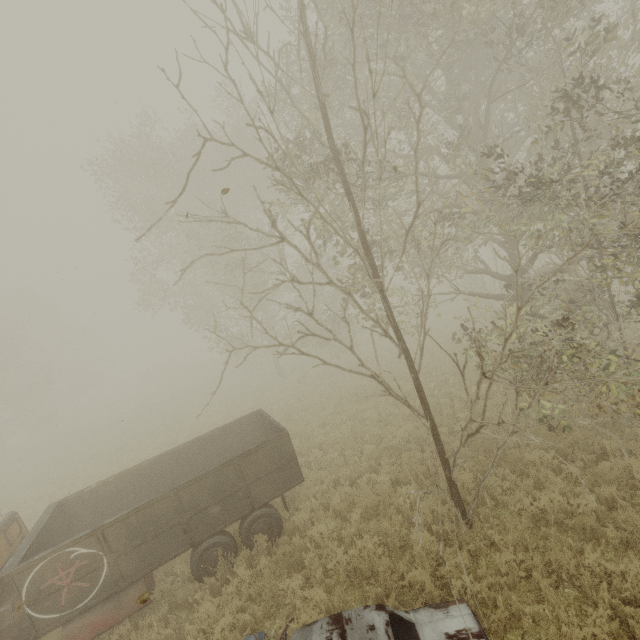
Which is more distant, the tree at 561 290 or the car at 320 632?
the tree at 561 290

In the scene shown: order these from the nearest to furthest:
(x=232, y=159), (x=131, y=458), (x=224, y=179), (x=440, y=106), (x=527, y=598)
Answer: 1. (x=232, y=159)
2. (x=527, y=598)
3. (x=440, y=106)
4. (x=131, y=458)
5. (x=224, y=179)

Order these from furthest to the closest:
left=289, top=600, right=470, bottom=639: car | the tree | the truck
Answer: the truck → the tree → left=289, top=600, right=470, bottom=639: car

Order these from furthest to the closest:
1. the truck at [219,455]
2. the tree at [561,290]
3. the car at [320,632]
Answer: the truck at [219,455], the tree at [561,290], the car at [320,632]

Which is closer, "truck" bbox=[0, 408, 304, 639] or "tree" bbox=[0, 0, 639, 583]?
"tree" bbox=[0, 0, 639, 583]

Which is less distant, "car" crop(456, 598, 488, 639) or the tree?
"car" crop(456, 598, 488, 639)

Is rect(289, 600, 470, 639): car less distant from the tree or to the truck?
the tree
